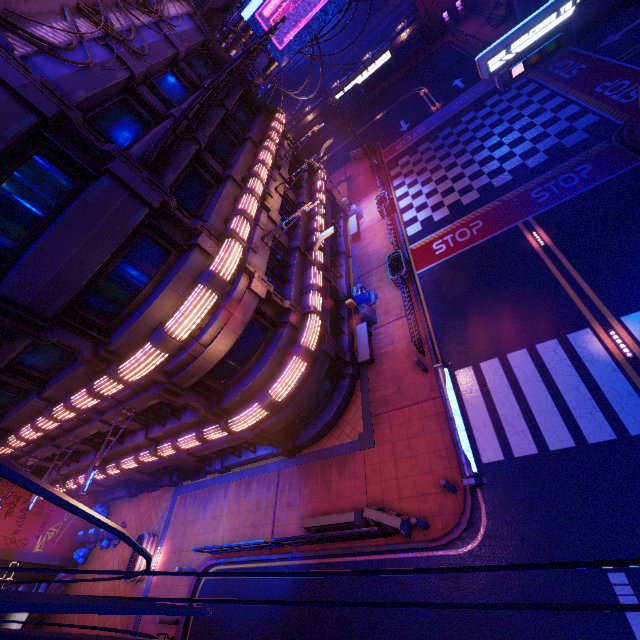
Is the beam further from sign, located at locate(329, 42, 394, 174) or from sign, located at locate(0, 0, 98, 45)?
sign, located at locate(329, 42, 394, 174)

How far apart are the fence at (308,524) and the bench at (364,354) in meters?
6.4

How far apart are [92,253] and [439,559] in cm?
1401

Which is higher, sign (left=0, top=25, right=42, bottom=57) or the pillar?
sign (left=0, top=25, right=42, bottom=57)

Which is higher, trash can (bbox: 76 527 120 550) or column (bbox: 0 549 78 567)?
column (bbox: 0 549 78 567)

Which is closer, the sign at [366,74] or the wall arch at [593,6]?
the wall arch at [593,6]

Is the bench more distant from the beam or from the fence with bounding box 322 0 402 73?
the fence with bounding box 322 0 402 73

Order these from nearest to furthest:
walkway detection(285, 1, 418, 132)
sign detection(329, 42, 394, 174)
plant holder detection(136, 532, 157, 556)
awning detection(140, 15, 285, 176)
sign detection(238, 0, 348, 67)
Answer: awning detection(140, 15, 285, 176) → plant holder detection(136, 532, 157, 556) → sign detection(238, 0, 348, 67) → sign detection(329, 42, 394, 174) → walkway detection(285, 1, 418, 132)
